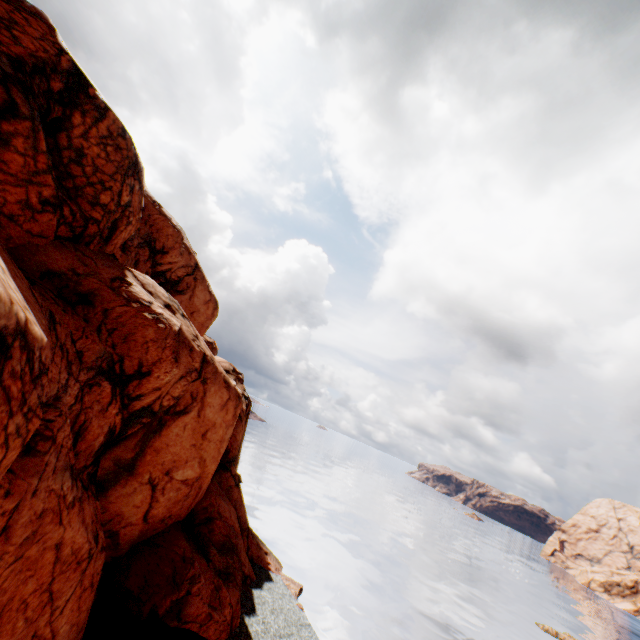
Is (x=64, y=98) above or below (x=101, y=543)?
above
